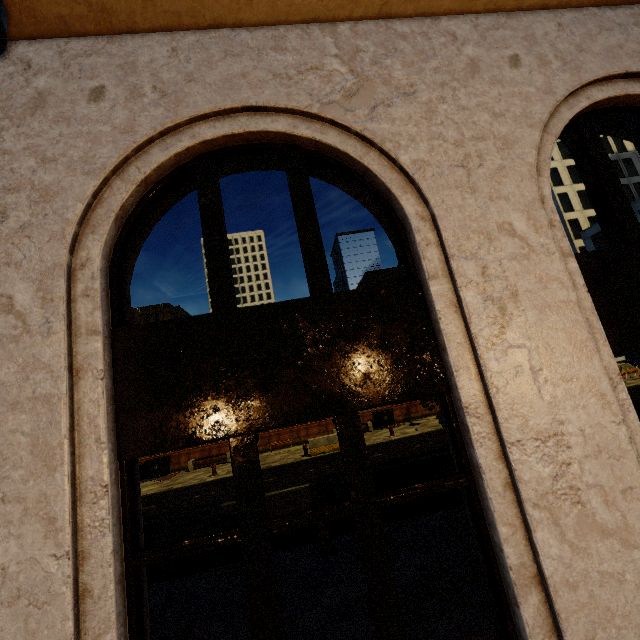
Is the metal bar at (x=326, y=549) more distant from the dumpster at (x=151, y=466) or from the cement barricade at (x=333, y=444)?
the dumpster at (x=151, y=466)

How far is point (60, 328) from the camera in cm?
230

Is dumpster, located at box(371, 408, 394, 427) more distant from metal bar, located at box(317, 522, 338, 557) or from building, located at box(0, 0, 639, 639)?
building, located at box(0, 0, 639, 639)

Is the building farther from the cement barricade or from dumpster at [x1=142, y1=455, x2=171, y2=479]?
dumpster at [x1=142, y1=455, x2=171, y2=479]

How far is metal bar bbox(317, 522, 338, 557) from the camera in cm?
659

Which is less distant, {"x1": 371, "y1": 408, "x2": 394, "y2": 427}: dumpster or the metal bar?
the metal bar

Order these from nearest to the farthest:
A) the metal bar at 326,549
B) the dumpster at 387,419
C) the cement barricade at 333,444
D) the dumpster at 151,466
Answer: the metal bar at 326,549, the cement barricade at 333,444, the dumpster at 151,466, the dumpster at 387,419

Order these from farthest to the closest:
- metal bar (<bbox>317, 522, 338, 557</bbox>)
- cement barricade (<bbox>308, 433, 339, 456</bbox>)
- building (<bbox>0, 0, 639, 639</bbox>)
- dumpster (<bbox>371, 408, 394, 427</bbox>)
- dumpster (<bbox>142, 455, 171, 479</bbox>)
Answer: dumpster (<bbox>371, 408, 394, 427</bbox>) → dumpster (<bbox>142, 455, 171, 479</bbox>) → cement barricade (<bbox>308, 433, 339, 456</bbox>) → metal bar (<bbox>317, 522, 338, 557</bbox>) → building (<bbox>0, 0, 639, 639</bbox>)
